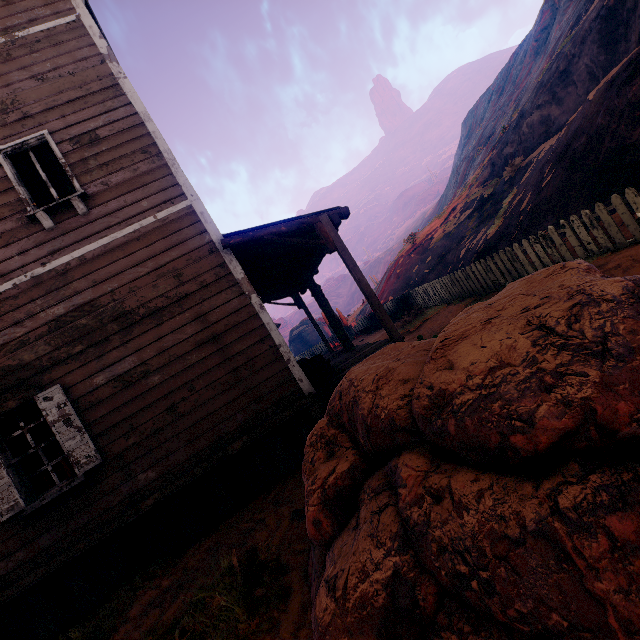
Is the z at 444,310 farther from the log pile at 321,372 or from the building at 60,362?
the log pile at 321,372

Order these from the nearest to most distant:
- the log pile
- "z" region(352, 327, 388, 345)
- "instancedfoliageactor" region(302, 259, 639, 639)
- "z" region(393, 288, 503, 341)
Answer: "instancedfoliageactor" region(302, 259, 639, 639) < the log pile < "z" region(393, 288, 503, 341) < "z" region(352, 327, 388, 345)

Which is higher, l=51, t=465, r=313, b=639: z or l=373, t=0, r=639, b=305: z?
l=373, t=0, r=639, b=305: z

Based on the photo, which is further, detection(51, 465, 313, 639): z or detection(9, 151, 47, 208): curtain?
detection(9, 151, 47, 208): curtain

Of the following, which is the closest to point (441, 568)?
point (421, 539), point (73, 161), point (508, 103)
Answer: point (421, 539)

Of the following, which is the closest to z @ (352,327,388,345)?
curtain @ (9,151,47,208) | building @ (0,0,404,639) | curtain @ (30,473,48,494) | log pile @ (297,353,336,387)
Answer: building @ (0,0,404,639)

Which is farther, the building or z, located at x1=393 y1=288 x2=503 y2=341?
z, located at x1=393 y1=288 x2=503 y2=341

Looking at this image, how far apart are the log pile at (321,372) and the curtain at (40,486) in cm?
436
